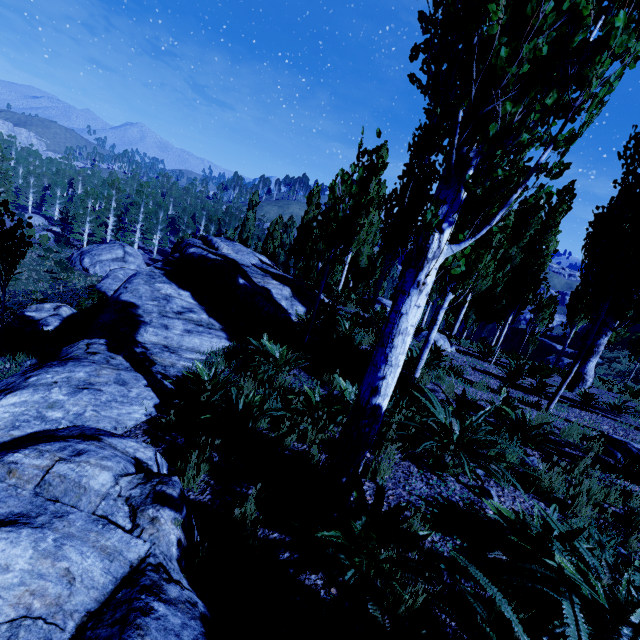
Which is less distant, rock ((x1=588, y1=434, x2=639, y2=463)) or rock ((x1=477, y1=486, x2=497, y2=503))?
rock ((x1=477, y1=486, x2=497, y2=503))

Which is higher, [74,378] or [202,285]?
[202,285]

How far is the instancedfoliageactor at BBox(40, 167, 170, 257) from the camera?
45.0m

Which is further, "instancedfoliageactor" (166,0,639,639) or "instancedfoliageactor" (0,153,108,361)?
"instancedfoliageactor" (0,153,108,361)

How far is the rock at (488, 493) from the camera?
3.8m

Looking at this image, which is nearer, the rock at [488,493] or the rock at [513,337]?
the rock at [488,493]
